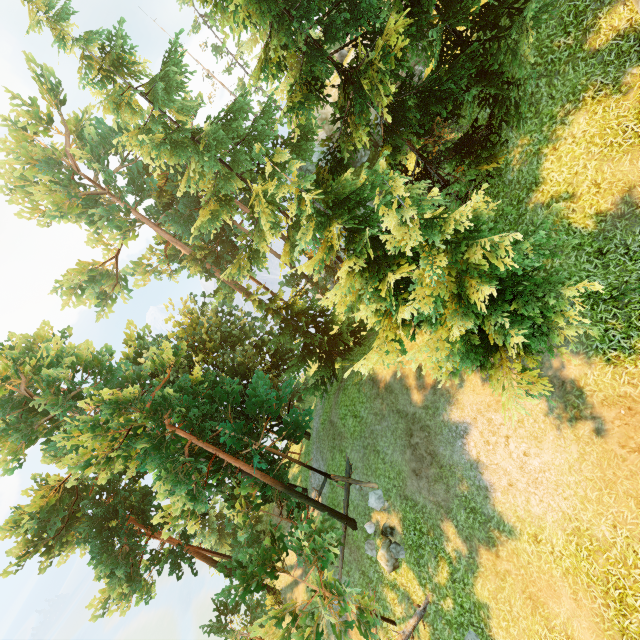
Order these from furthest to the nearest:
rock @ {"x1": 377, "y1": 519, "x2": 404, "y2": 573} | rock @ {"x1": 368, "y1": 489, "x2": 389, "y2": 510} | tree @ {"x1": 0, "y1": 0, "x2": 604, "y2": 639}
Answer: rock @ {"x1": 368, "y1": 489, "x2": 389, "y2": 510}
rock @ {"x1": 377, "y1": 519, "x2": 404, "y2": 573}
tree @ {"x1": 0, "y1": 0, "x2": 604, "y2": 639}

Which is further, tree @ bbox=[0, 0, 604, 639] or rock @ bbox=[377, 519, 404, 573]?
rock @ bbox=[377, 519, 404, 573]

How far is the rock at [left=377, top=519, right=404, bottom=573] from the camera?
13.8m

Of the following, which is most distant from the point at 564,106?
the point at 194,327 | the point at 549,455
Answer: the point at 194,327

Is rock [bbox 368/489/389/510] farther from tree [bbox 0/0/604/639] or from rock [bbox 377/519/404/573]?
tree [bbox 0/0/604/639]

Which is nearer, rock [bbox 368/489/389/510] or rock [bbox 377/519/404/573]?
rock [bbox 377/519/404/573]

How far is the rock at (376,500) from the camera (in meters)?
15.17

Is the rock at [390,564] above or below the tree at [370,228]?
below
